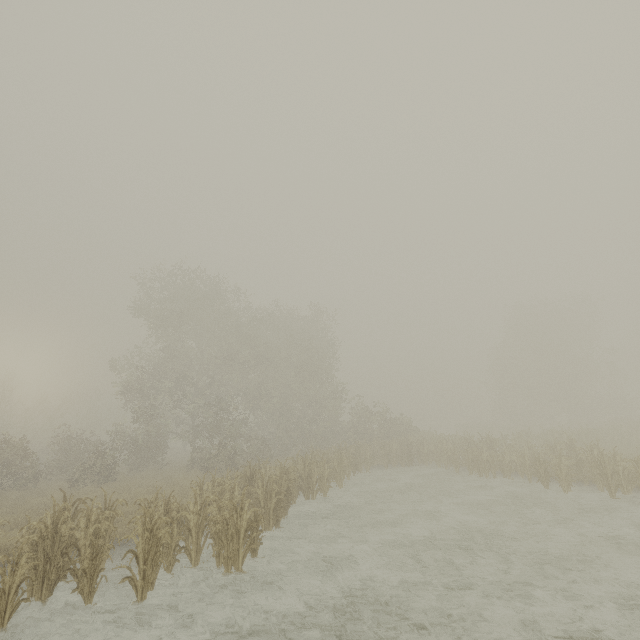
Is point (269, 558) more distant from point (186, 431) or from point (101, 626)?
point (186, 431)
